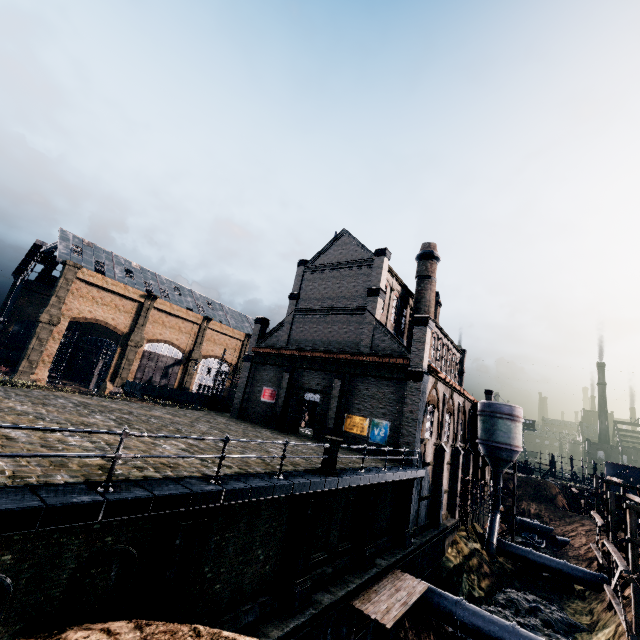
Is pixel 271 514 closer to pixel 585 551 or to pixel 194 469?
pixel 194 469

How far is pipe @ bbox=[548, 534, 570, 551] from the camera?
41.8m

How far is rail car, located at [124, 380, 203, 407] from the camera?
46.1 meters

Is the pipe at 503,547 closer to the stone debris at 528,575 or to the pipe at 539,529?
the stone debris at 528,575

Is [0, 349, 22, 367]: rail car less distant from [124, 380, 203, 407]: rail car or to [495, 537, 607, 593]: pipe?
[124, 380, 203, 407]: rail car

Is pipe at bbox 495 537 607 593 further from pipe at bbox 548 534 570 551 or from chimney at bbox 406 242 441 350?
chimney at bbox 406 242 441 350

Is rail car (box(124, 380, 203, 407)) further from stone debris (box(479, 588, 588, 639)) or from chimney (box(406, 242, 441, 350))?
stone debris (box(479, 588, 588, 639))

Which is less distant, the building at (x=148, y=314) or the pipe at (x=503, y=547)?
the pipe at (x=503, y=547)
